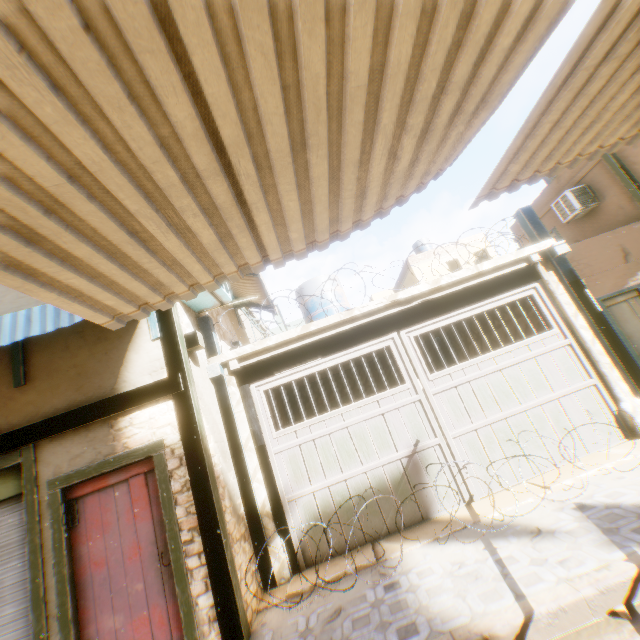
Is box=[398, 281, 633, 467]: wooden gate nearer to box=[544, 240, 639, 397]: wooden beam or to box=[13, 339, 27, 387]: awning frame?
box=[544, 240, 639, 397]: wooden beam

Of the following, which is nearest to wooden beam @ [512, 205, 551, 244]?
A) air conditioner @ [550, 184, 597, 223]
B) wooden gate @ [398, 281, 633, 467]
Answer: wooden gate @ [398, 281, 633, 467]

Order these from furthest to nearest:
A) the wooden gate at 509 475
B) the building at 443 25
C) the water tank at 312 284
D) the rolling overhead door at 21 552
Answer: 1. the water tank at 312 284
2. the wooden gate at 509 475
3. the rolling overhead door at 21 552
4. the building at 443 25

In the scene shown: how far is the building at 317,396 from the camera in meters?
11.1 m

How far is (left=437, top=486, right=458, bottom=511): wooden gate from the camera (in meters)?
5.17

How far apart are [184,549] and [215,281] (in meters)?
3.46

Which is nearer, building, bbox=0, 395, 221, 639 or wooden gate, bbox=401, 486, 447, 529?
building, bbox=0, 395, 221, 639

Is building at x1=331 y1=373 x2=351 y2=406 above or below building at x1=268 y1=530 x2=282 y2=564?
above
